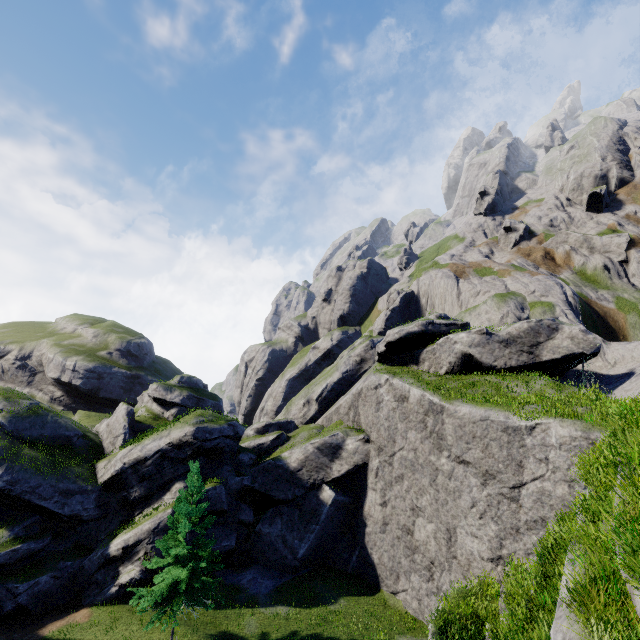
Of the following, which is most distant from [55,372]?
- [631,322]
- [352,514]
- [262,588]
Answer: [631,322]
